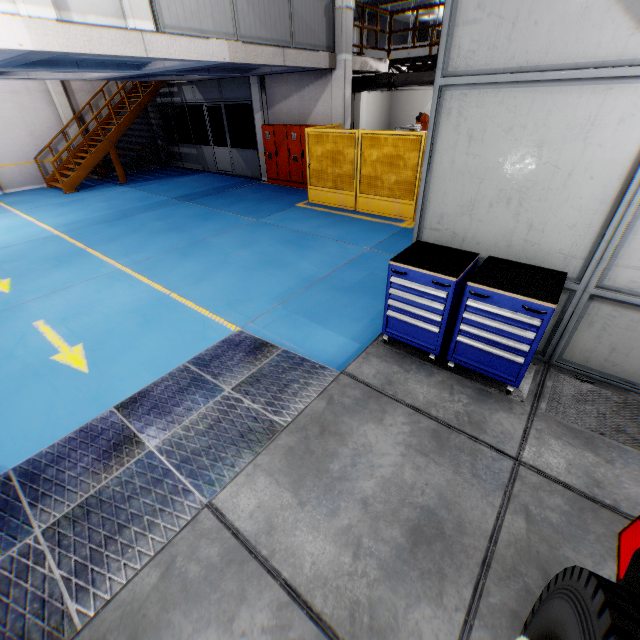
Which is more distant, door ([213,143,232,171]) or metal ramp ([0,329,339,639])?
door ([213,143,232,171])

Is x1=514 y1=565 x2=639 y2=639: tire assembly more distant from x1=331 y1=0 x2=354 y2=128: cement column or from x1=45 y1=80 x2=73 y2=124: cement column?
x1=45 y1=80 x2=73 y2=124: cement column

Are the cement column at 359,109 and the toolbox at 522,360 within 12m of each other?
no

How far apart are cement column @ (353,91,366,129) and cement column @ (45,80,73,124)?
13.8 meters

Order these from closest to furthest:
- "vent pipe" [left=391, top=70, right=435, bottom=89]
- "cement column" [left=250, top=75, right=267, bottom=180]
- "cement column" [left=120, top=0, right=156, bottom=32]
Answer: "cement column" [left=120, top=0, right=156, bottom=32] < "vent pipe" [left=391, top=70, right=435, bottom=89] < "cement column" [left=250, top=75, right=267, bottom=180]

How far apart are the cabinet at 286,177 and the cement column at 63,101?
9.17m

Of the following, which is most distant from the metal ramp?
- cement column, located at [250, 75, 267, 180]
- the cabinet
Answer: cement column, located at [250, 75, 267, 180]

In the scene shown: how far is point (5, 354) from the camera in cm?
480
